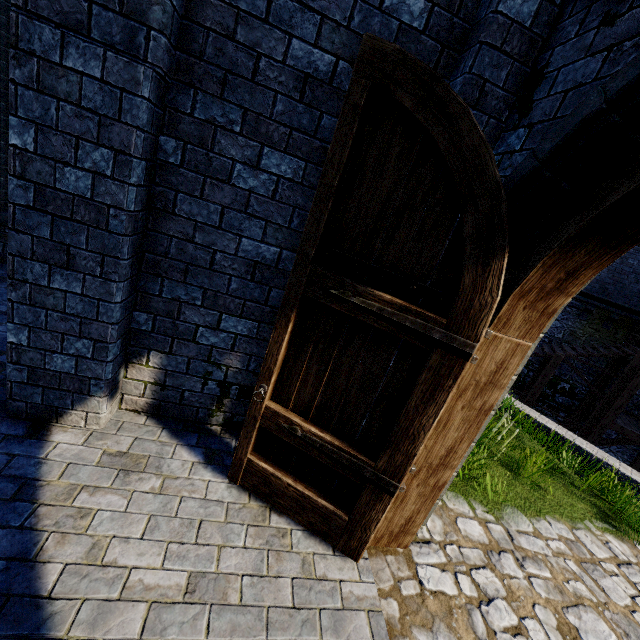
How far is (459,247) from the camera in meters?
2.0

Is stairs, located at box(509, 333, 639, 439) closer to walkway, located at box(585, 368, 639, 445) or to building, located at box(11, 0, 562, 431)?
walkway, located at box(585, 368, 639, 445)

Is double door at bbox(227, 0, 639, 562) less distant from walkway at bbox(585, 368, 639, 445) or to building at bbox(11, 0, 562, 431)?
building at bbox(11, 0, 562, 431)

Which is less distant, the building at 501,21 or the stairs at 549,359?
the building at 501,21

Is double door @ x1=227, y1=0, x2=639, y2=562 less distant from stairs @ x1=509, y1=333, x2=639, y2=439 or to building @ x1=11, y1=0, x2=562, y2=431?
building @ x1=11, y1=0, x2=562, y2=431

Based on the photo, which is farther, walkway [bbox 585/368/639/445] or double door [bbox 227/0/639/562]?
walkway [bbox 585/368/639/445]

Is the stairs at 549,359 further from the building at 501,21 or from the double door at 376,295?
the double door at 376,295

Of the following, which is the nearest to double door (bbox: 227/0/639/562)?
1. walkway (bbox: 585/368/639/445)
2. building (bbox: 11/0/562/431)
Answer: building (bbox: 11/0/562/431)
